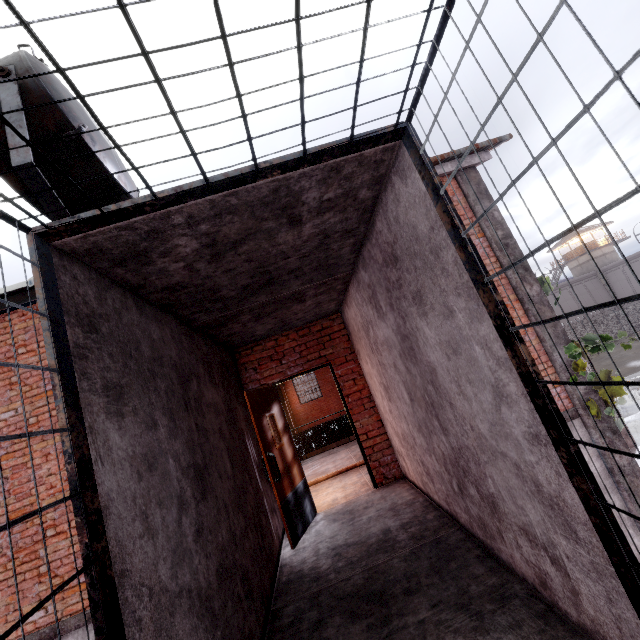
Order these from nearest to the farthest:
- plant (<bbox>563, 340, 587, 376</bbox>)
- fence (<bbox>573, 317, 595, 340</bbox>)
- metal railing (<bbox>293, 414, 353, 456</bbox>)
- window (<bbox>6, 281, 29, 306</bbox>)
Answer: window (<bbox>6, 281, 29, 306</bbox>), plant (<bbox>563, 340, 587, 376</bbox>), metal railing (<bbox>293, 414, 353, 456</bbox>), fence (<bbox>573, 317, 595, 340</bbox>)

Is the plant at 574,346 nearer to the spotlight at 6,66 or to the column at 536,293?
the column at 536,293

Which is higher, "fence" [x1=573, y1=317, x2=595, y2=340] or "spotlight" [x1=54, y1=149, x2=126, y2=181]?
"spotlight" [x1=54, y1=149, x2=126, y2=181]

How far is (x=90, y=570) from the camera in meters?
1.2

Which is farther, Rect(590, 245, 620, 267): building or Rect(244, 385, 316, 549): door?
Rect(590, 245, 620, 267): building

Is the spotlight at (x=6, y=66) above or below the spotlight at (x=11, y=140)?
above

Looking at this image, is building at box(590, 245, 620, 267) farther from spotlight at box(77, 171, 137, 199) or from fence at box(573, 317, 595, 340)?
spotlight at box(77, 171, 137, 199)

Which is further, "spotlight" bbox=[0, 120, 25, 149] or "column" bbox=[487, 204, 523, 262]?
"column" bbox=[487, 204, 523, 262]
